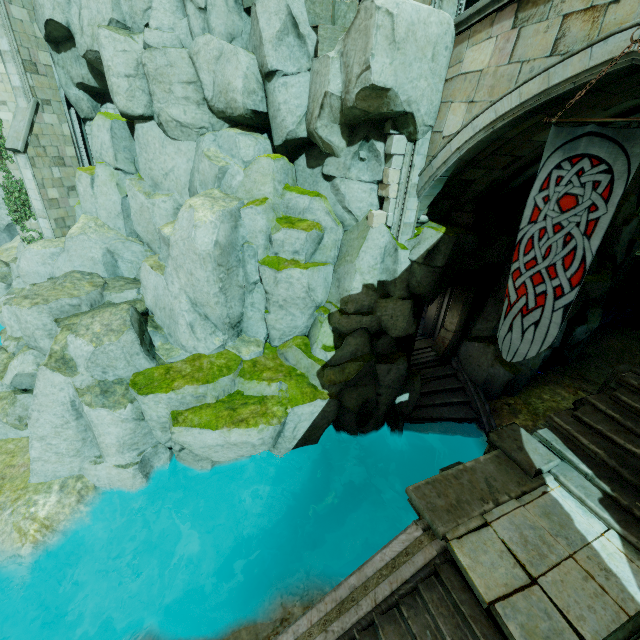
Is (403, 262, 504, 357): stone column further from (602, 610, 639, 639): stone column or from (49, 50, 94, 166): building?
(49, 50, 94, 166): building

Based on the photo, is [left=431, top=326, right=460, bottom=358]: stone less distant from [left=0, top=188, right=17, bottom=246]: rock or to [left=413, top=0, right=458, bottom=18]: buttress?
[left=413, top=0, right=458, bottom=18]: buttress

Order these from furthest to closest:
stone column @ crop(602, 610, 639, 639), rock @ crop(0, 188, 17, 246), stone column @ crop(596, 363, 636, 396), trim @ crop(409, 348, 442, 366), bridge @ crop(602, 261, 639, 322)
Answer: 1. rock @ crop(0, 188, 17, 246)
2. bridge @ crop(602, 261, 639, 322)
3. trim @ crop(409, 348, 442, 366)
4. stone column @ crop(596, 363, 636, 396)
5. stone column @ crop(602, 610, 639, 639)

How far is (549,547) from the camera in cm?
483

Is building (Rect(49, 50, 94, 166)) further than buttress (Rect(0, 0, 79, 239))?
Yes

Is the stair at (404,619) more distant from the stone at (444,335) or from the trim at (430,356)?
the stone at (444,335)

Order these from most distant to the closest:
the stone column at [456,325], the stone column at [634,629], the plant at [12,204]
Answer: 1. the plant at [12,204]
2. the stone column at [456,325]
3. the stone column at [634,629]

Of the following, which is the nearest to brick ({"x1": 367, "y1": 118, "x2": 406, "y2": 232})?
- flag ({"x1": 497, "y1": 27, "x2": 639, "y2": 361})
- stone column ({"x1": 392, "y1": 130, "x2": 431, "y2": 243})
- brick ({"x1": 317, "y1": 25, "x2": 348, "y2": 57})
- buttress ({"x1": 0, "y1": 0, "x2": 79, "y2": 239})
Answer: stone column ({"x1": 392, "y1": 130, "x2": 431, "y2": 243})
